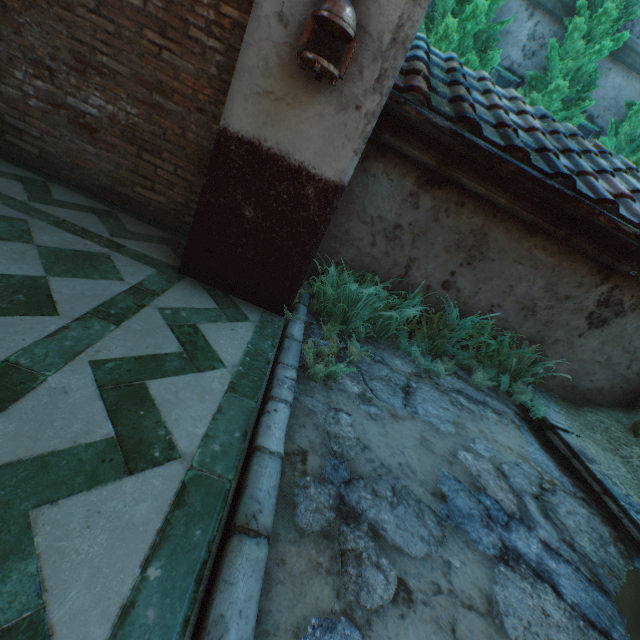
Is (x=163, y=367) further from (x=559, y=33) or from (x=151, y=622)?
(x=559, y=33)

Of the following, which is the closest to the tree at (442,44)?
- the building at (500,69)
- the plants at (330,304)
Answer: the building at (500,69)

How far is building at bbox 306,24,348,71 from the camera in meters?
2.1

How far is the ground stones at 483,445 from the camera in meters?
2.4 m

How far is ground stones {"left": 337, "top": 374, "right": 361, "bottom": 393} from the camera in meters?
2.4

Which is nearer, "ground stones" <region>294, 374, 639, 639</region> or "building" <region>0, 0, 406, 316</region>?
"ground stones" <region>294, 374, 639, 639</region>
